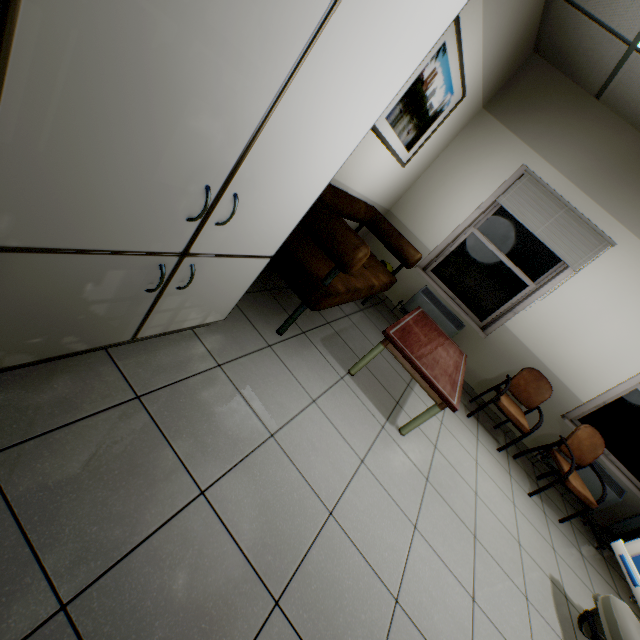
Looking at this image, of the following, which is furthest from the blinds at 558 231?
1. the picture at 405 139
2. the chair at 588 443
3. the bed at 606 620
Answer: the bed at 606 620

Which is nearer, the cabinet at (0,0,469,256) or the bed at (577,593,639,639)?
the cabinet at (0,0,469,256)

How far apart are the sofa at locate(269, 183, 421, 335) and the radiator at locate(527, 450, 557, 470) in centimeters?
306cm

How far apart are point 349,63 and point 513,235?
4.00m

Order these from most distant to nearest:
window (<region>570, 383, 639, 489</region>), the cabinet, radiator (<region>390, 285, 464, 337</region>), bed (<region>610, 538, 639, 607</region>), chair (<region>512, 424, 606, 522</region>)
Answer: radiator (<region>390, 285, 464, 337</region>)
window (<region>570, 383, 639, 489</region>)
chair (<region>512, 424, 606, 522</region>)
bed (<region>610, 538, 639, 607</region>)
the cabinet

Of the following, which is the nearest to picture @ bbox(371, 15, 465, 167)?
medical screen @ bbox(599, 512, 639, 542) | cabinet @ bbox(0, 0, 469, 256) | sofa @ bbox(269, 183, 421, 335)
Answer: sofa @ bbox(269, 183, 421, 335)

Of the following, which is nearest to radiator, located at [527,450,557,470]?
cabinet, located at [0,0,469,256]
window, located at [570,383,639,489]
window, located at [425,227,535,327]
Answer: window, located at [570,383,639,489]

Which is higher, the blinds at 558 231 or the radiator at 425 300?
the blinds at 558 231
